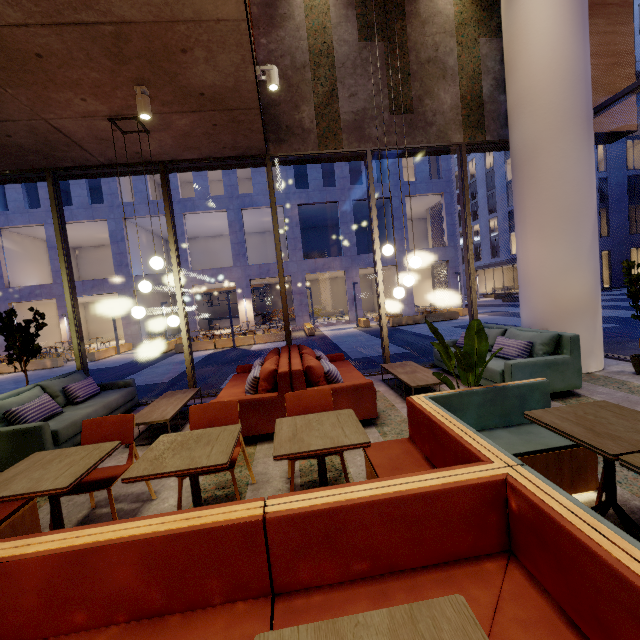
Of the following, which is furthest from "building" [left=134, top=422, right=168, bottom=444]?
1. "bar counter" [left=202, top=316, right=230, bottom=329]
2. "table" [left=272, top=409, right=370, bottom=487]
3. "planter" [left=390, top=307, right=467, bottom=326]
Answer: "bar counter" [left=202, top=316, right=230, bottom=329]

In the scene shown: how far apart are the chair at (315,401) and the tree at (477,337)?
1.0 meters

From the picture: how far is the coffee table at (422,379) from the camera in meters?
4.7 m

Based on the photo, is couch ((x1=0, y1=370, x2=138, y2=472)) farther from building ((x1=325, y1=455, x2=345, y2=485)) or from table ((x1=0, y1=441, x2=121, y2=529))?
table ((x1=0, y1=441, x2=121, y2=529))

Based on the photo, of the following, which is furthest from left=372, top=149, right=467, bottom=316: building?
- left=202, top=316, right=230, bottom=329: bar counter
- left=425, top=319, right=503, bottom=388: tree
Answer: left=425, top=319, right=503, bottom=388: tree

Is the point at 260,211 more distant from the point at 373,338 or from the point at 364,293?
the point at 373,338

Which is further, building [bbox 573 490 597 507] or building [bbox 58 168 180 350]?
building [bbox 58 168 180 350]

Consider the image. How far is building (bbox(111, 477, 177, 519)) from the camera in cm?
285
